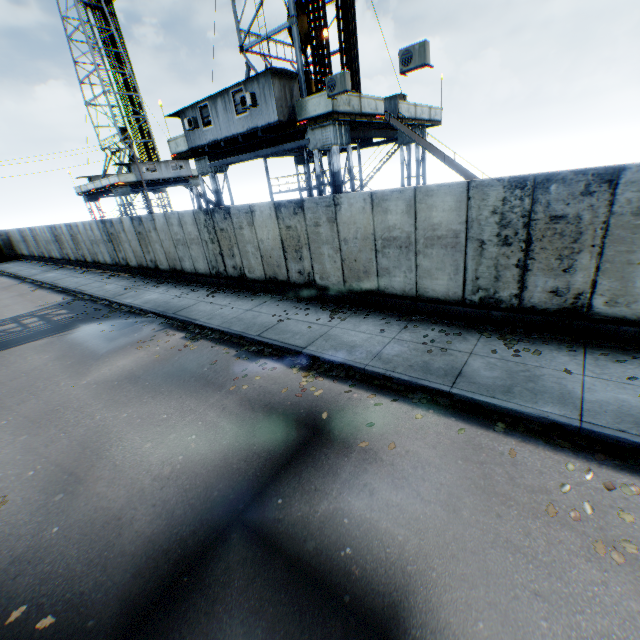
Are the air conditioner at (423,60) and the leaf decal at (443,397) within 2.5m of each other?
no

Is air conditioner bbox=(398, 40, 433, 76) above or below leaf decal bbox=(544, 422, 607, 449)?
above

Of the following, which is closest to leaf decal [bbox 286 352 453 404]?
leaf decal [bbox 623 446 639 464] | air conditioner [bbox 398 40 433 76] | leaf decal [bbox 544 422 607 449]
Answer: leaf decal [bbox 544 422 607 449]

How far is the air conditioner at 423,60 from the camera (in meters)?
9.20

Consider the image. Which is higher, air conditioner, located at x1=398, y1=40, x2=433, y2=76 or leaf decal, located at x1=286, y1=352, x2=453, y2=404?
air conditioner, located at x1=398, y1=40, x2=433, y2=76

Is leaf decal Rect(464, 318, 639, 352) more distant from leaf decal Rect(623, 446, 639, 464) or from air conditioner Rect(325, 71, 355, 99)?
air conditioner Rect(325, 71, 355, 99)

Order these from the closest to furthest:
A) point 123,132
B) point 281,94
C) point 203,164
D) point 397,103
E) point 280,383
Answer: point 280,383
point 281,94
point 203,164
point 397,103
point 123,132

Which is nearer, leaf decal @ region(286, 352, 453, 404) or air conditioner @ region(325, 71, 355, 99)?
leaf decal @ region(286, 352, 453, 404)
